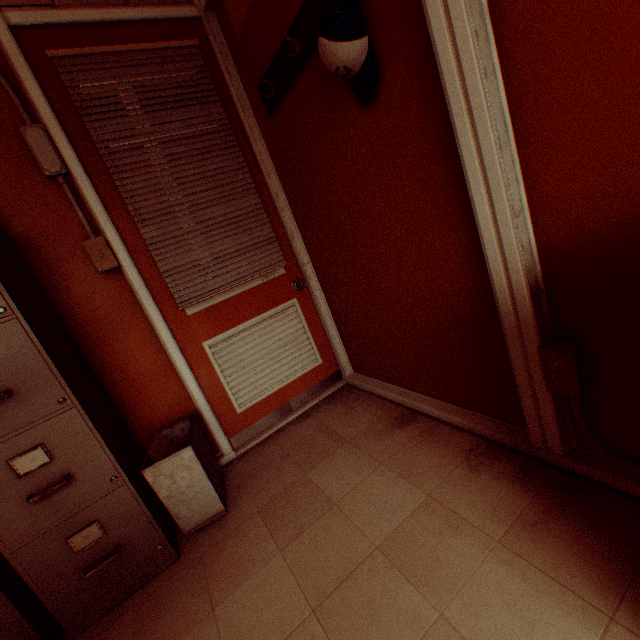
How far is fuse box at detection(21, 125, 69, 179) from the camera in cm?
175

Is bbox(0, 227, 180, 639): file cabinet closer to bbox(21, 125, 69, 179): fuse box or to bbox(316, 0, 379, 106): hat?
bbox(21, 125, 69, 179): fuse box

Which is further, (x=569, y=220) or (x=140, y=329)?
(x=140, y=329)

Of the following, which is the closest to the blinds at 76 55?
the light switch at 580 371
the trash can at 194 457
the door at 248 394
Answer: the door at 248 394

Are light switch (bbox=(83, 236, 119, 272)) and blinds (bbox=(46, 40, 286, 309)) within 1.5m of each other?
yes

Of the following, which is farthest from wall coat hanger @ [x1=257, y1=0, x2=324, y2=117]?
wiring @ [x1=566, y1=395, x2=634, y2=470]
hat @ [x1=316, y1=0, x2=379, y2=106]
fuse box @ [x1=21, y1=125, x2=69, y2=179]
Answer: wiring @ [x1=566, y1=395, x2=634, y2=470]

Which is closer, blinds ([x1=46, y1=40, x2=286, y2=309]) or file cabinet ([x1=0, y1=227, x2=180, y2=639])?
file cabinet ([x1=0, y1=227, x2=180, y2=639])

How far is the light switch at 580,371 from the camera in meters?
1.1 m
